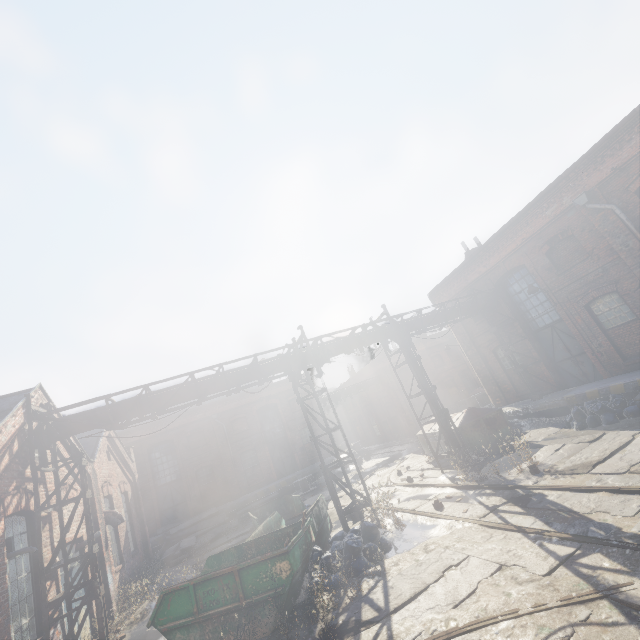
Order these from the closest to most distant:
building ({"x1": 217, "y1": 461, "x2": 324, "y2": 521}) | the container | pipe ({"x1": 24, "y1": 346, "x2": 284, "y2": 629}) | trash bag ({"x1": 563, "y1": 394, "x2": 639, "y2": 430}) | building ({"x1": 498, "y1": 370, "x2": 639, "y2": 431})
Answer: the container < pipe ({"x1": 24, "y1": 346, "x2": 284, "y2": 629}) < trash bag ({"x1": 563, "y1": 394, "x2": 639, "y2": 430}) < building ({"x1": 498, "y1": 370, "x2": 639, "y2": 431}) < building ({"x1": 217, "y1": 461, "x2": 324, "y2": 521})

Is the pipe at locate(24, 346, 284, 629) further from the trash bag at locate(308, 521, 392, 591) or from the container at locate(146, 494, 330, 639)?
the trash bag at locate(308, 521, 392, 591)

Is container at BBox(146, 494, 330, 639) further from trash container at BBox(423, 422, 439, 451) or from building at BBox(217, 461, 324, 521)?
building at BBox(217, 461, 324, 521)

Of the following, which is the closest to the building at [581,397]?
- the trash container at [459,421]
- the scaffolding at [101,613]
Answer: the trash container at [459,421]

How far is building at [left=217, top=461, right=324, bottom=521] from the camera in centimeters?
2291cm

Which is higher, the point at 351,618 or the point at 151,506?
the point at 151,506

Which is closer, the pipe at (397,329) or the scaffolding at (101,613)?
the scaffolding at (101,613)

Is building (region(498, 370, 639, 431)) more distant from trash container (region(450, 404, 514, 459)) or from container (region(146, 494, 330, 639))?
container (region(146, 494, 330, 639))
